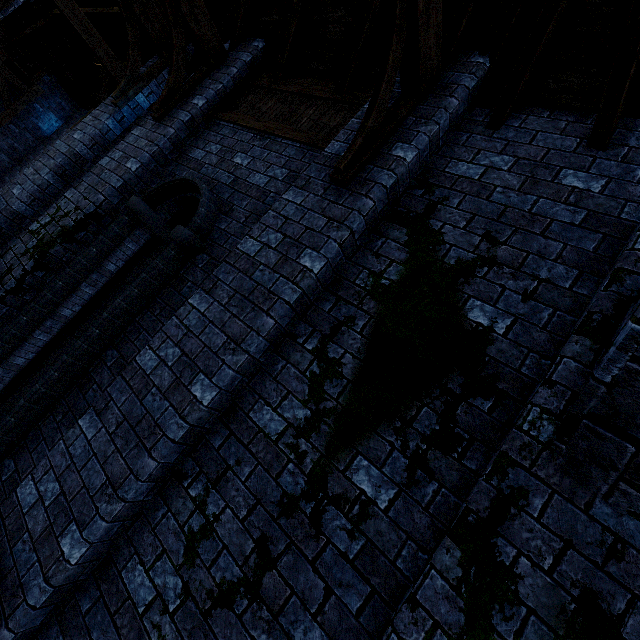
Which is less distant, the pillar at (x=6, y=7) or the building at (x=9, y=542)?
the building at (x=9, y=542)

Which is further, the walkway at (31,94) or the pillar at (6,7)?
the walkway at (31,94)

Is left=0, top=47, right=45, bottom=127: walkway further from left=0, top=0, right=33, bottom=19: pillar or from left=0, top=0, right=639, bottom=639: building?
left=0, top=0, right=33, bottom=19: pillar

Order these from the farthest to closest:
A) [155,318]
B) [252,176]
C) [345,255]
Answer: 1. [252,176]
2. [155,318]
3. [345,255]

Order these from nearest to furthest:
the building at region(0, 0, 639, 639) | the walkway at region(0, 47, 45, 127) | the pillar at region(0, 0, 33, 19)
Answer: the building at region(0, 0, 639, 639)
the pillar at region(0, 0, 33, 19)
the walkway at region(0, 47, 45, 127)

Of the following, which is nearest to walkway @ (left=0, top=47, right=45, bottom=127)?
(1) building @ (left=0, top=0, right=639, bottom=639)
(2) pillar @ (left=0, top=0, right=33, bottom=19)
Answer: (1) building @ (left=0, top=0, right=639, bottom=639)
